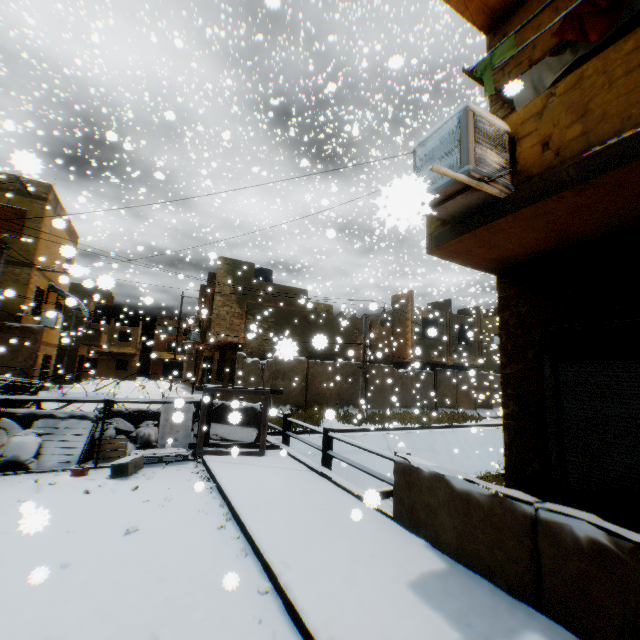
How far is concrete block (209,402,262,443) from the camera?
8.9m

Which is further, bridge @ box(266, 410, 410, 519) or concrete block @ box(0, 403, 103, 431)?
concrete block @ box(0, 403, 103, 431)

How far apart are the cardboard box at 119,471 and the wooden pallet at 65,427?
0.9m

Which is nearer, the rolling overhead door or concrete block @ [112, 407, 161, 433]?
the rolling overhead door

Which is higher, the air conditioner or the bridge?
the air conditioner

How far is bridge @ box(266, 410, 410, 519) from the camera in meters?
5.0 m

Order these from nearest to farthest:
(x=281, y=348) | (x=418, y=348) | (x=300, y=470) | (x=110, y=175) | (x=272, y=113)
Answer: (x=281, y=348) → (x=300, y=470) → (x=272, y=113) → (x=418, y=348) → (x=110, y=175)

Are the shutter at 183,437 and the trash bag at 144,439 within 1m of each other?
yes
